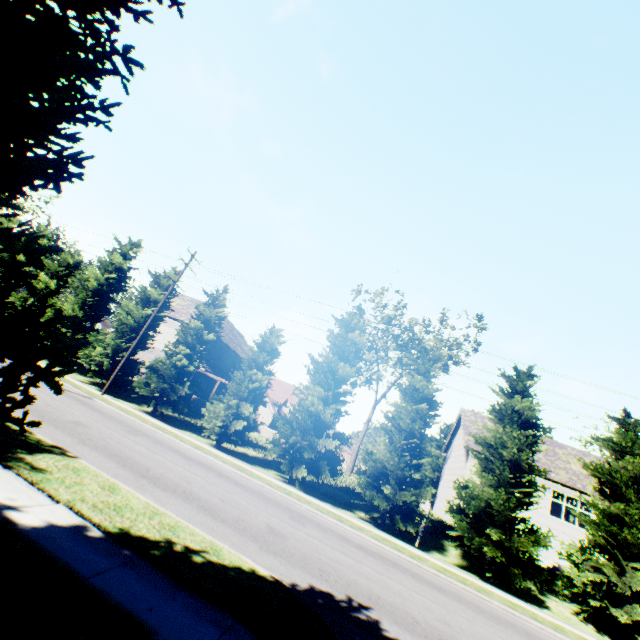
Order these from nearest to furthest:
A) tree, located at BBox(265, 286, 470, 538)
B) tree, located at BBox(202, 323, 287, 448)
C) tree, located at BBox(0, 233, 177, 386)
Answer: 1. tree, located at BBox(265, 286, 470, 538)
2. tree, located at BBox(202, 323, 287, 448)
3. tree, located at BBox(0, 233, 177, 386)

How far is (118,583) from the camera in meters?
4.0 m

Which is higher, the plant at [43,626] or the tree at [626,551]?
the tree at [626,551]

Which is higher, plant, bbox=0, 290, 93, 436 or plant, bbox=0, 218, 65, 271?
plant, bbox=0, 218, 65, 271

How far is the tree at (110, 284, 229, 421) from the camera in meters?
22.2 m

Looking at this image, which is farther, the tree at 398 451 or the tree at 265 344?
the tree at 265 344
